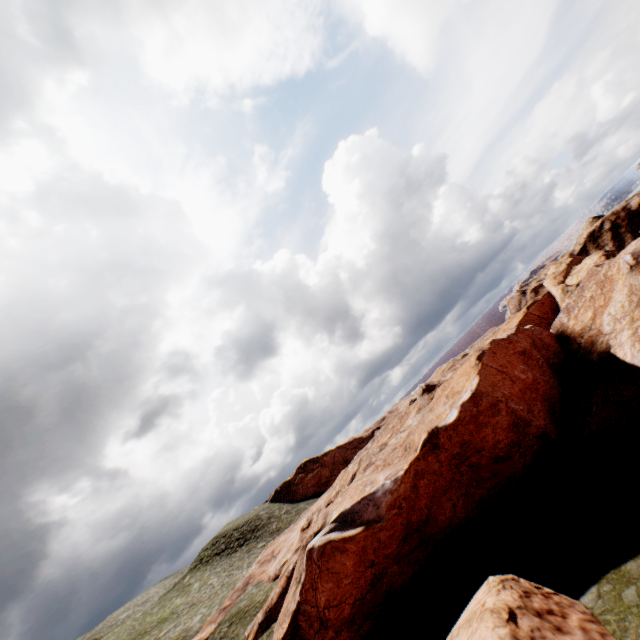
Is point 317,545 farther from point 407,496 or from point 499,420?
point 499,420

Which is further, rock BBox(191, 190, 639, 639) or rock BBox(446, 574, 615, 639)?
rock BBox(191, 190, 639, 639)

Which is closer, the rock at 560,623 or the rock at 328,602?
the rock at 560,623
